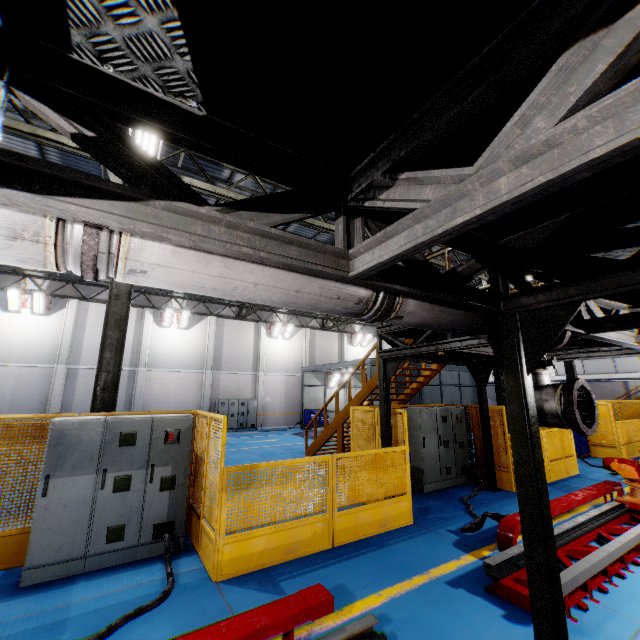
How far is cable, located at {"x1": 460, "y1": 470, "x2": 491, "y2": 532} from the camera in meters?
5.8

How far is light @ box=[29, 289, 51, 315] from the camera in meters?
17.4

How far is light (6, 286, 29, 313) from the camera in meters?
16.9 m

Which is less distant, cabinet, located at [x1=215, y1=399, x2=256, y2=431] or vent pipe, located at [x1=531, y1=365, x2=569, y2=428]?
vent pipe, located at [x1=531, y1=365, x2=569, y2=428]

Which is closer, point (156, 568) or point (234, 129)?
point (234, 129)

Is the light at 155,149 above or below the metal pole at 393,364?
above

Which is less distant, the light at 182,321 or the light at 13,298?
the light at 13,298

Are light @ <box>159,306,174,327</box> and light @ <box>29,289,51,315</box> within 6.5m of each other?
yes
